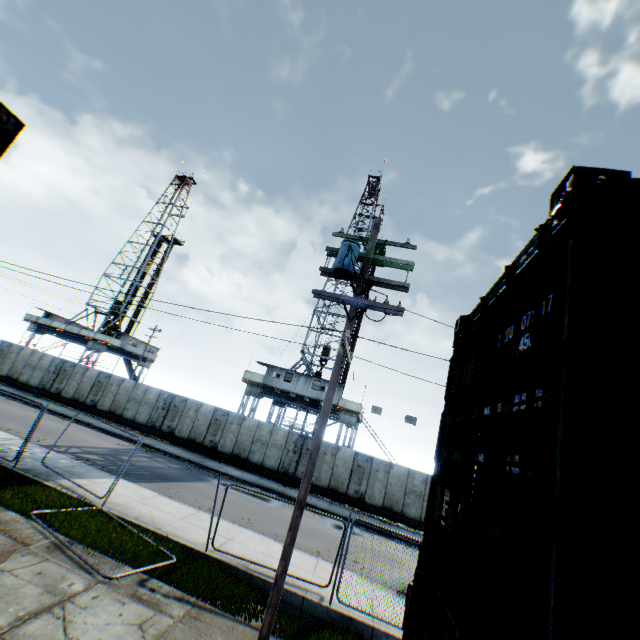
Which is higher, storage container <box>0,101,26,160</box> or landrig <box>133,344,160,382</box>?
landrig <box>133,344,160,382</box>

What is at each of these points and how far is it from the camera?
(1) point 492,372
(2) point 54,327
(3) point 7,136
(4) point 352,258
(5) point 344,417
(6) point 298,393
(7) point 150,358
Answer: (1) storage container, 2.6 meters
(2) landrig, 39.5 meters
(3) storage container, 2.9 meters
(4) street light, 7.5 meters
(5) landrig, 27.8 meters
(6) landrig, 27.6 meters
(7) landrig, 45.0 meters

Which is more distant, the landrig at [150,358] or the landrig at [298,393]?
the landrig at [150,358]

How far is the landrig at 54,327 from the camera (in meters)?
38.41

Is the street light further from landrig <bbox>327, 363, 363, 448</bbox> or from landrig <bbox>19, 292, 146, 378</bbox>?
landrig <bbox>19, 292, 146, 378</bbox>

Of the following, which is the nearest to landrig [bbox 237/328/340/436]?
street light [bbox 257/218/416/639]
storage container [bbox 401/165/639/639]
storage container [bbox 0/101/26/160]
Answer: street light [bbox 257/218/416/639]

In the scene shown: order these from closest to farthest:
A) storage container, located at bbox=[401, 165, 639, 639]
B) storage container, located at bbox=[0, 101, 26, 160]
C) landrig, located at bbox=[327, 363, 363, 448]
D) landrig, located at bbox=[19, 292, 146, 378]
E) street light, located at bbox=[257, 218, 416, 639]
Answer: storage container, located at bbox=[401, 165, 639, 639] → storage container, located at bbox=[0, 101, 26, 160] → street light, located at bbox=[257, 218, 416, 639] → landrig, located at bbox=[327, 363, 363, 448] → landrig, located at bbox=[19, 292, 146, 378]

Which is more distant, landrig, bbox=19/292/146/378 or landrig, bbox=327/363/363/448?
landrig, bbox=19/292/146/378
